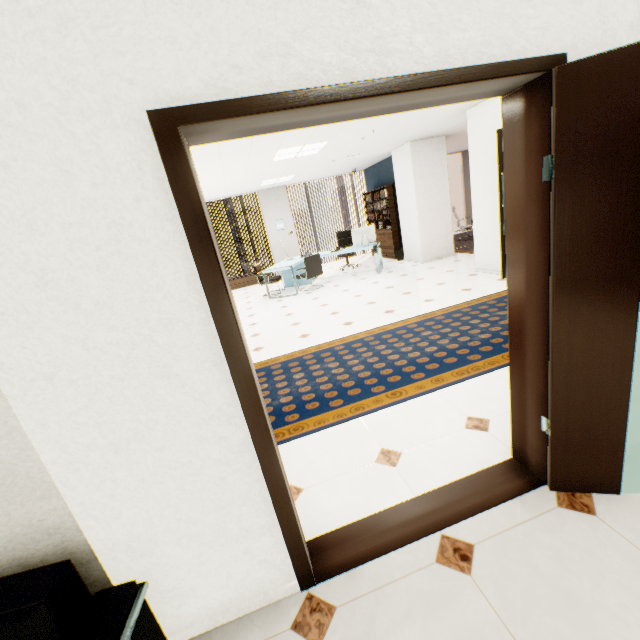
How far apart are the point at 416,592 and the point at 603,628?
0.7 meters

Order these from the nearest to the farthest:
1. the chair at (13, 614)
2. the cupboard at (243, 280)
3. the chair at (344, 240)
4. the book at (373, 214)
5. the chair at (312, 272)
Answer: the chair at (13, 614) < the chair at (312, 272) < the book at (373, 214) < the chair at (344, 240) < the cupboard at (243, 280)

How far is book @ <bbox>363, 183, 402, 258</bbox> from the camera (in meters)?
9.62

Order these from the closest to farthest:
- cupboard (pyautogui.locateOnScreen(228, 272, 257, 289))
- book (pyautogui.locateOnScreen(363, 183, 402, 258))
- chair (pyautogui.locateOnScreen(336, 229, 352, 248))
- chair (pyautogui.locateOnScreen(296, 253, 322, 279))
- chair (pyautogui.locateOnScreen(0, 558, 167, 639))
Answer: chair (pyautogui.locateOnScreen(0, 558, 167, 639)) < chair (pyautogui.locateOnScreen(296, 253, 322, 279)) < book (pyautogui.locateOnScreen(363, 183, 402, 258)) < chair (pyautogui.locateOnScreen(336, 229, 352, 248)) < cupboard (pyautogui.locateOnScreen(228, 272, 257, 289))

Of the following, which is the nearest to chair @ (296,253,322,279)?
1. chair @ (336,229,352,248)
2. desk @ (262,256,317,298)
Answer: desk @ (262,256,317,298)

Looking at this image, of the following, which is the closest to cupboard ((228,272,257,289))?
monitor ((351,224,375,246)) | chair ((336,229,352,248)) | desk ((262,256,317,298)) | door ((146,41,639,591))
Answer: desk ((262,256,317,298))

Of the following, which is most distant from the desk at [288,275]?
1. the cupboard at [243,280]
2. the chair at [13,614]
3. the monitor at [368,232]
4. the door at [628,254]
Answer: the chair at [13,614]

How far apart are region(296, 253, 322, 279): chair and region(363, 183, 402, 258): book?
2.90m
